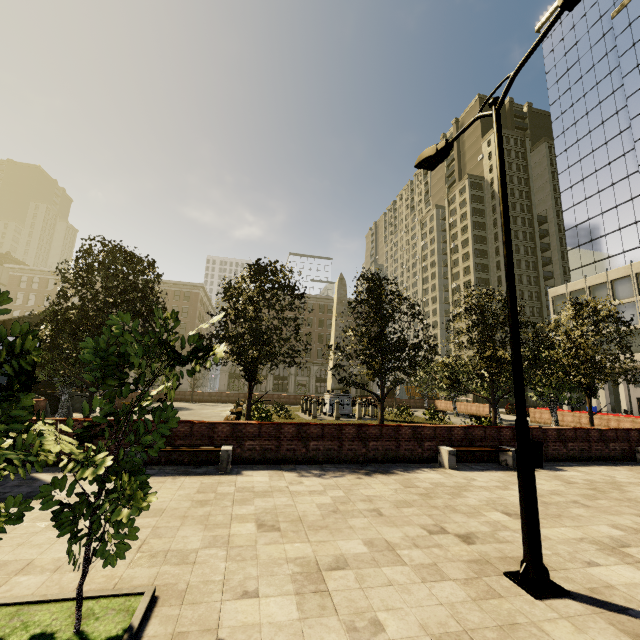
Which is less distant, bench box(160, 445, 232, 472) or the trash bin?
bench box(160, 445, 232, 472)

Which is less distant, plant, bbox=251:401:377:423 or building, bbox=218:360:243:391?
plant, bbox=251:401:377:423

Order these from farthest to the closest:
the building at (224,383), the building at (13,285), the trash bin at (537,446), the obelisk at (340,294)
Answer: the building at (224,383)
the building at (13,285)
the obelisk at (340,294)
the trash bin at (537,446)

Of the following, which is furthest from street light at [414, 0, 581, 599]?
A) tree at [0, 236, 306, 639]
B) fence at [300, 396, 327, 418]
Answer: fence at [300, 396, 327, 418]

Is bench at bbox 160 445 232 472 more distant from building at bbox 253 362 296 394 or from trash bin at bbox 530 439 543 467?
building at bbox 253 362 296 394

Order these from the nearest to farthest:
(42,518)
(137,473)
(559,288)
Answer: (137,473) → (42,518) → (559,288)

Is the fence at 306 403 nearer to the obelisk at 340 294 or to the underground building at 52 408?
the obelisk at 340 294

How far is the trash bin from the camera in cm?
1093
